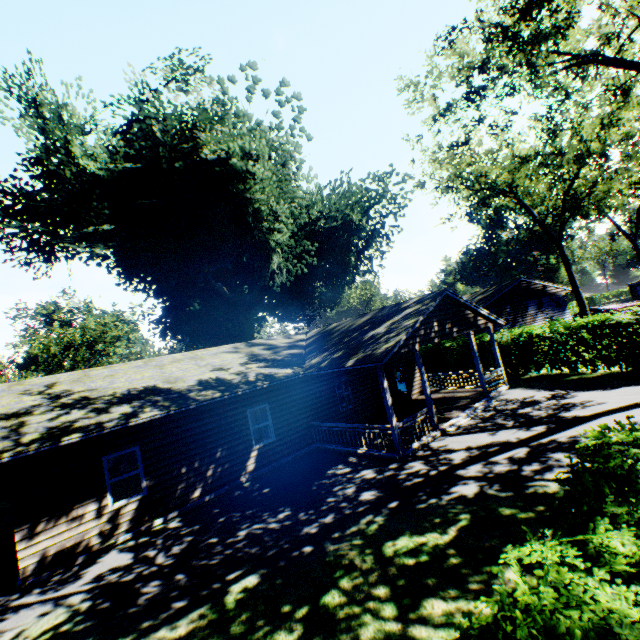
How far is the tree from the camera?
42.5 meters

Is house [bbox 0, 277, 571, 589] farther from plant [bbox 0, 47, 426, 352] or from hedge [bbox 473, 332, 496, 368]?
hedge [bbox 473, 332, 496, 368]

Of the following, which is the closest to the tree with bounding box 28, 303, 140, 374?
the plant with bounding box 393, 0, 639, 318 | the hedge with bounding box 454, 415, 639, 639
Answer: the plant with bounding box 393, 0, 639, 318

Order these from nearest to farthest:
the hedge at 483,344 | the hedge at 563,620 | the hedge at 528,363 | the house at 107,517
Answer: the hedge at 563,620, the house at 107,517, the hedge at 528,363, the hedge at 483,344

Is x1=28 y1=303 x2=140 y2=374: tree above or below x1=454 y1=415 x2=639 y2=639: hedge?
above

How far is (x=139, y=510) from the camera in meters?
10.3

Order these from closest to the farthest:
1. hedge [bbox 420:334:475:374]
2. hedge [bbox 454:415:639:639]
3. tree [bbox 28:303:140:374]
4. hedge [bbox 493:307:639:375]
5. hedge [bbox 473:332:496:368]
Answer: hedge [bbox 454:415:639:639], hedge [bbox 493:307:639:375], hedge [bbox 473:332:496:368], hedge [bbox 420:334:475:374], tree [bbox 28:303:140:374]

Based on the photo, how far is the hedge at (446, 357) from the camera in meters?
22.8 m
